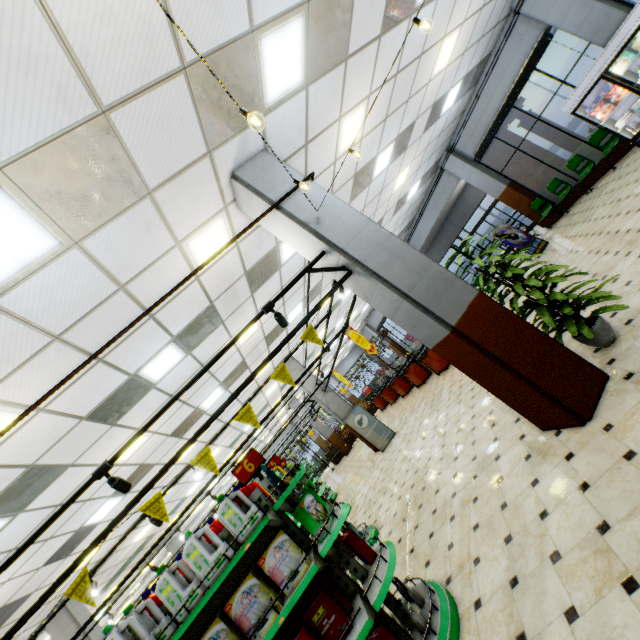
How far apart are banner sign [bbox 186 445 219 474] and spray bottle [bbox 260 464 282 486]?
0.5m

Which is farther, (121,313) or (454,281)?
(121,313)

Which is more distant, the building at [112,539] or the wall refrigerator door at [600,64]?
the building at [112,539]

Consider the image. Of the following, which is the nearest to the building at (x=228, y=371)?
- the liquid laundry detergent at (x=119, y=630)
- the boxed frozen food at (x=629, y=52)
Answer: the boxed frozen food at (x=629, y=52)

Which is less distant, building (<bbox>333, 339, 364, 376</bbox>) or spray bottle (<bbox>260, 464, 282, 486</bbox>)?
spray bottle (<bbox>260, 464, 282, 486</bbox>)

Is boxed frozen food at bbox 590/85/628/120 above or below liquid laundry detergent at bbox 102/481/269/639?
below

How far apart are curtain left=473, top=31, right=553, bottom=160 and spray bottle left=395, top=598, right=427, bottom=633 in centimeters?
1302cm

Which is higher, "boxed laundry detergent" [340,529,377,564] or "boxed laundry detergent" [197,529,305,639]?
"boxed laundry detergent" [197,529,305,639]
